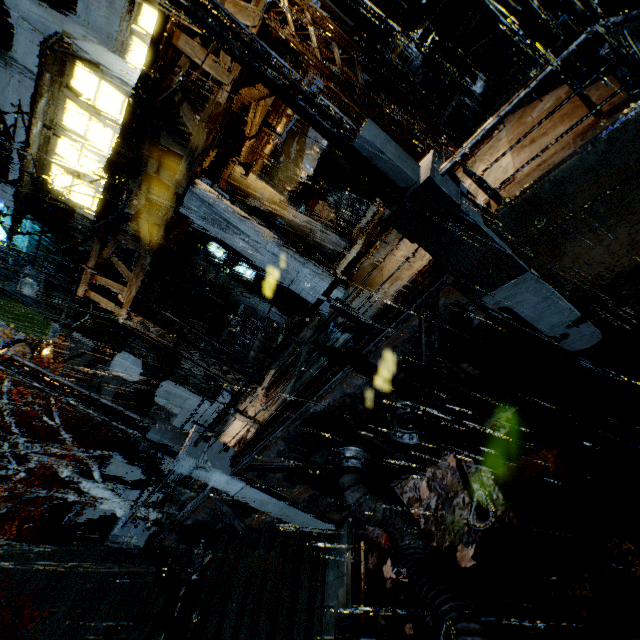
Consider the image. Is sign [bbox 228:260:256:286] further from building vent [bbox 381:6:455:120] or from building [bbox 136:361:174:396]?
building vent [bbox 381:6:455:120]

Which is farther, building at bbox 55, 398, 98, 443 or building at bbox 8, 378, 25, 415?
building at bbox 8, 378, 25, 415

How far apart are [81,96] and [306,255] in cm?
1113

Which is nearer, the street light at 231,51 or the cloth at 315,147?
the street light at 231,51

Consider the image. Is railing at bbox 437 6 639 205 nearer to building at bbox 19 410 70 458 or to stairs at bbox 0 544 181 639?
building at bbox 19 410 70 458

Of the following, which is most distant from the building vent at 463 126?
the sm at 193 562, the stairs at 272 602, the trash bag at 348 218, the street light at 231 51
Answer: the sm at 193 562

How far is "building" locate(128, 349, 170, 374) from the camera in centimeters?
2203cm
